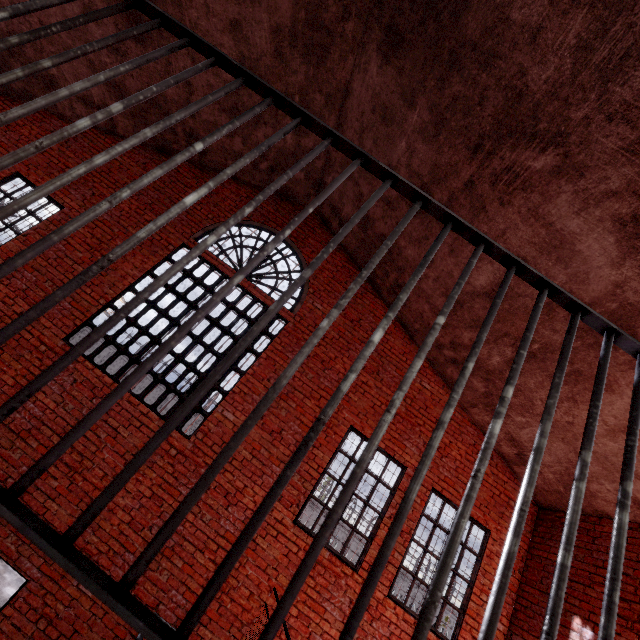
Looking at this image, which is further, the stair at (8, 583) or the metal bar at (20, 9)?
the stair at (8, 583)

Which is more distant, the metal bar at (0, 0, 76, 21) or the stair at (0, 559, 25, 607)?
the stair at (0, 559, 25, 607)

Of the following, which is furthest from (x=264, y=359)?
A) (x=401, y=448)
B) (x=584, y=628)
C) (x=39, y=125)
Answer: (x=39, y=125)

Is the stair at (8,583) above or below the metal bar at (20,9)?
below

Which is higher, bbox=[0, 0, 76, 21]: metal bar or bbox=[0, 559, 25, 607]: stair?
bbox=[0, 0, 76, 21]: metal bar
